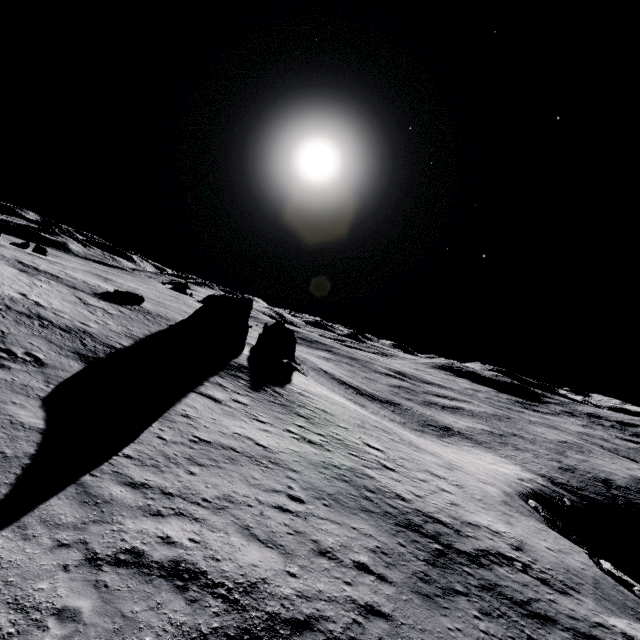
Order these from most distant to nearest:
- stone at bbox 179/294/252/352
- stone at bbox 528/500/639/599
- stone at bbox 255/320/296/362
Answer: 1. stone at bbox 255/320/296/362
2. stone at bbox 179/294/252/352
3. stone at bbox 528/500/639/599

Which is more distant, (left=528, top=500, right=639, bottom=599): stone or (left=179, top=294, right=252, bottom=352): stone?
(left=179, top=294, right=252, bottom=352): stone

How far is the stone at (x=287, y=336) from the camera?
47.8m

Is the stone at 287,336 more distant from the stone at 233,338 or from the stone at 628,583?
the stone at 628,583

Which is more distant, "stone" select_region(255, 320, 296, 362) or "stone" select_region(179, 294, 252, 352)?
"stone" select_region(255, 320, 296, 362)

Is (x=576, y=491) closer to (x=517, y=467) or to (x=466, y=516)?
(x=517, y=467)

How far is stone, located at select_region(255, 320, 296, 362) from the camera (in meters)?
47.78

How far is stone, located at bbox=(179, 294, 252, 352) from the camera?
35.6m
